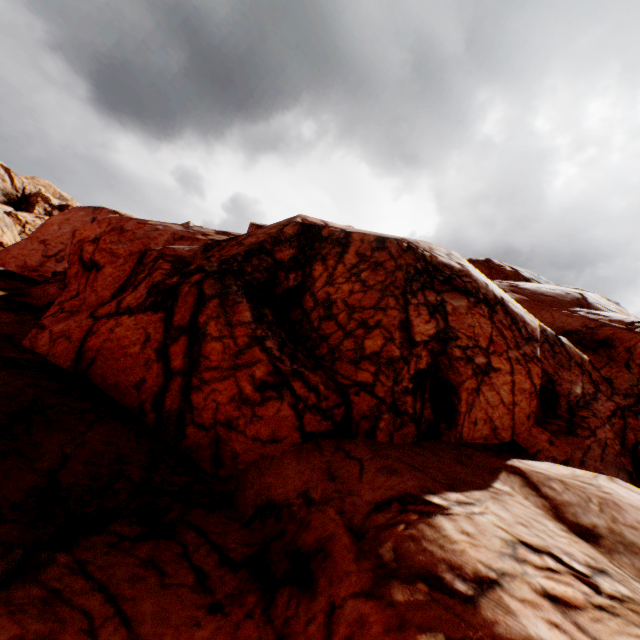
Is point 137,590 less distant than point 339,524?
Yes
